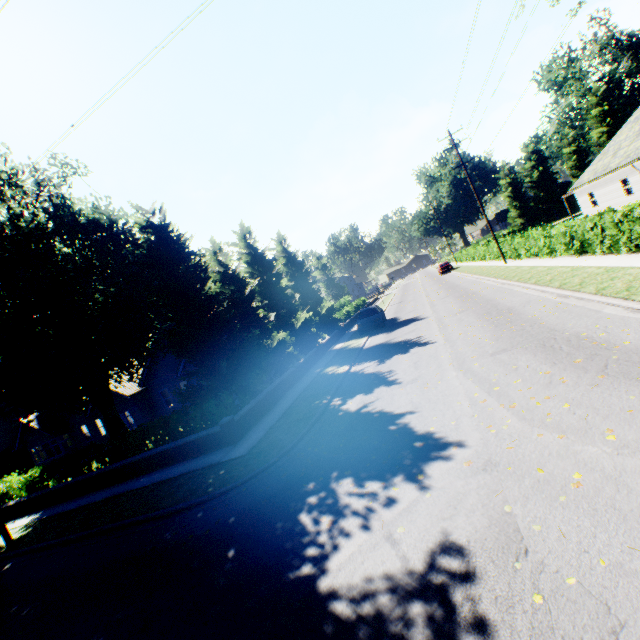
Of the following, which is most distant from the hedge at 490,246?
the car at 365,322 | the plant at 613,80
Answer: the car at 365,322

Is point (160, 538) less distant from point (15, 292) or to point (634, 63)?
point (15, 292)

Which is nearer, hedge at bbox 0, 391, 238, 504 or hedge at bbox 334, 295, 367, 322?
hedge at bbox 0, 391, 238, 504

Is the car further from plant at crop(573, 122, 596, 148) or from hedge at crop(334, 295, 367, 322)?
plant at crop(573, 122, 596, 148)

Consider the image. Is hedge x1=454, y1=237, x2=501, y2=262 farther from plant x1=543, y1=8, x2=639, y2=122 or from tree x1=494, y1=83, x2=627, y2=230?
plant x1=543, y1=8, x2=639, y2=122

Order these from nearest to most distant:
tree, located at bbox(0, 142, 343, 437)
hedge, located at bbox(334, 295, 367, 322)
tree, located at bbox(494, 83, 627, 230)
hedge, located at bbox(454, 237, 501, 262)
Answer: tree, located at bbox(0, 142, 343, 437)
hedge, located at bbox(454, 237, 501, 262)
hedge, located at bbox(334, 295, 367, 322)
tree, located at bbox(494, 83, 627, 230)

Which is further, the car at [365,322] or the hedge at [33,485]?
the car at [365,322]

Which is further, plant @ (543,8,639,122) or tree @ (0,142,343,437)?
plant @ (543,8,639,122)
